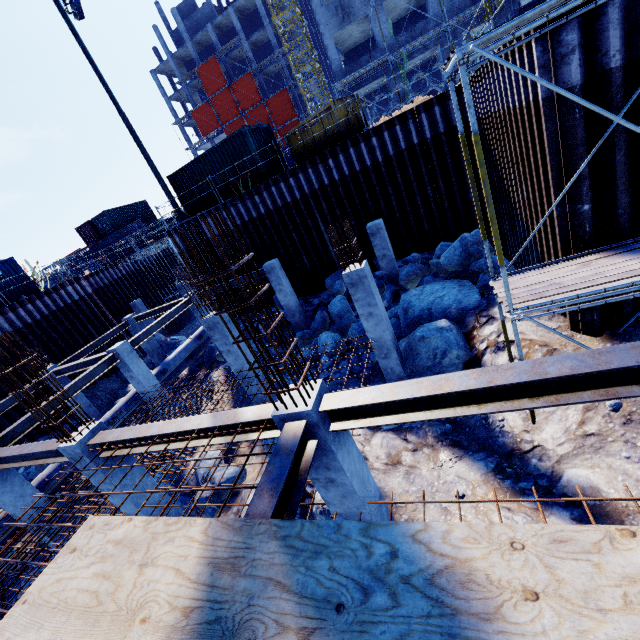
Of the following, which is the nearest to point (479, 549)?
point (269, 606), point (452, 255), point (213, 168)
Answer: point (269, 606)

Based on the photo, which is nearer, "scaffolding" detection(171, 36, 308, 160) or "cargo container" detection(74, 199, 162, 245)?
"cargo container" detection(74, 199, 162, 245)

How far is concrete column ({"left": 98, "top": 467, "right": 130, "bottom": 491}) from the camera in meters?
6.3

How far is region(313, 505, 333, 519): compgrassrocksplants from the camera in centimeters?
600cm

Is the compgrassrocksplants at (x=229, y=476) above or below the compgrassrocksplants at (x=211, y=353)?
below

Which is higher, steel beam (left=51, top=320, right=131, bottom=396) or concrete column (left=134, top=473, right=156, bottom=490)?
steel beam (left=51, top=320, right=131, bottom=396)

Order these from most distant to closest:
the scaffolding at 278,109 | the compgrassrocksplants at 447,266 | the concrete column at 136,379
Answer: the scaffolding at 278,109
the concrete column at 136,379
the compgrassrocksplants at 447,266

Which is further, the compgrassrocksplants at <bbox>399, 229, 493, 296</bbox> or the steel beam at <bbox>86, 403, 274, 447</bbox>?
the compgrassrocksplants at <bbox>399, 229, 493, 296</bbox>
